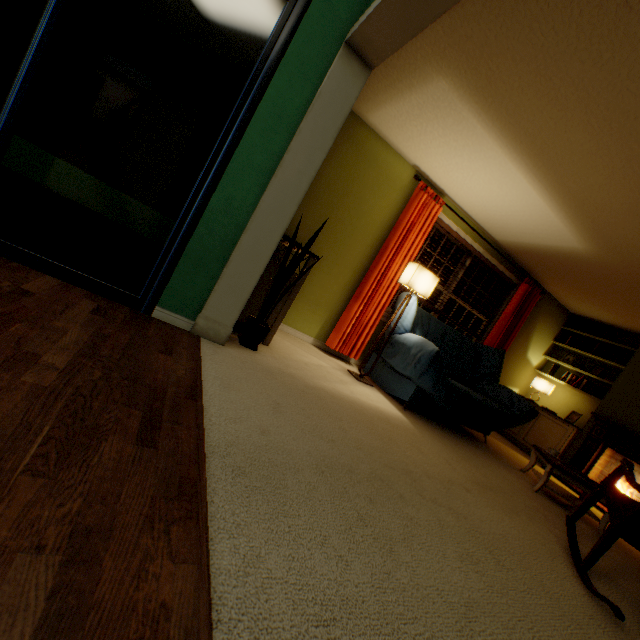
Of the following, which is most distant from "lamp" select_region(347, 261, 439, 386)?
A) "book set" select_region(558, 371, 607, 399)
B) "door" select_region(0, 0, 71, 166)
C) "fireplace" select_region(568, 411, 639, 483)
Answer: "book set" select_region(558, 371, 607, 399)

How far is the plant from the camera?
2.48m

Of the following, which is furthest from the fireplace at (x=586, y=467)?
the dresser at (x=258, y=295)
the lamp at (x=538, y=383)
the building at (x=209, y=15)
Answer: the building at (x=209, y=15)

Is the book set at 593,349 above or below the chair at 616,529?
above

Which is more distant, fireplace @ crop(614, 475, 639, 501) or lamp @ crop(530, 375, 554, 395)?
lamp @ crop(530, 375, 554, 395)

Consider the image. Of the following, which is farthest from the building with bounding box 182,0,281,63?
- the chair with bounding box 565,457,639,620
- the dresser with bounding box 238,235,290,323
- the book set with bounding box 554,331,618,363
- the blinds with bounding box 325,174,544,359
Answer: the book set with bounding box 554,331,618,363

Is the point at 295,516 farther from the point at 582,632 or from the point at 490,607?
the point at 582,632

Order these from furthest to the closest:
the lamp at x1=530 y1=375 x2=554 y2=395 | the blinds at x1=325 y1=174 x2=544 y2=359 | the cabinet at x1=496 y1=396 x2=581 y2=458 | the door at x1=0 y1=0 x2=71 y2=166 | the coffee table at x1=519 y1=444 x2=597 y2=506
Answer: the lamp at x1=530 y1=375 x2=554 y2=395 → the cabinet at x1=496 y1=396 x2=581 y2=458 → the blinds at x1=325 y1=174 x2=544 y2=359 → the coffee table at x1=519 y1=444 x2=597 y2=506 → the door at x1=0 y1=0 x2=71 y2=166
